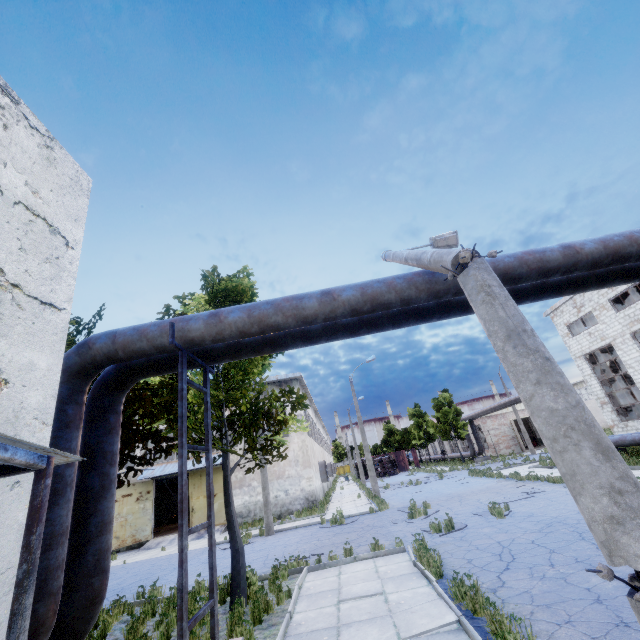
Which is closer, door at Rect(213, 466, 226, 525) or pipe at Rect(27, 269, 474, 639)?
pipe at Rect(27, 269, 474, 639)

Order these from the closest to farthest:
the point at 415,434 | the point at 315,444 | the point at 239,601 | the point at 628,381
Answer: the point at 239,601 < the point at 628,381 < the point at 315,444 < the point at 415,434

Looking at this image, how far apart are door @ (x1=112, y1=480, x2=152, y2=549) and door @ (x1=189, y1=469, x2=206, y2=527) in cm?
269

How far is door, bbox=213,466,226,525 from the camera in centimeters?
2305cm

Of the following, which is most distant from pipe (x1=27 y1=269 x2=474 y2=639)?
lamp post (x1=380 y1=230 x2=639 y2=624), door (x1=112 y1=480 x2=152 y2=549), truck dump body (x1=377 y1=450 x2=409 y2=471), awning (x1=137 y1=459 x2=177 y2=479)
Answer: truck dump body (x1=377 y1=450 x2=409 y2=471)

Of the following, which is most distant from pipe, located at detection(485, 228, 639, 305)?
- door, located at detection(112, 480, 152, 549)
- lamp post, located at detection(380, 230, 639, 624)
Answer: door, located at detection(112, 480, 152, 549)

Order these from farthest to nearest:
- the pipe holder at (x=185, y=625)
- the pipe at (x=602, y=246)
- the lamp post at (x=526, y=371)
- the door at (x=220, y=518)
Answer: the door at (x=220, y=518), the pipe at (x=602, y=246), the pipe holder at (x=185, y=625), the lamp post at (x=526, y=371)

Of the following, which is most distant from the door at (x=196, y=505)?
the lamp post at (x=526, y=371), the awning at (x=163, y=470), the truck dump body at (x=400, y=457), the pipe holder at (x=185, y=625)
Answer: the truck dump body at (x=400, y=457)
